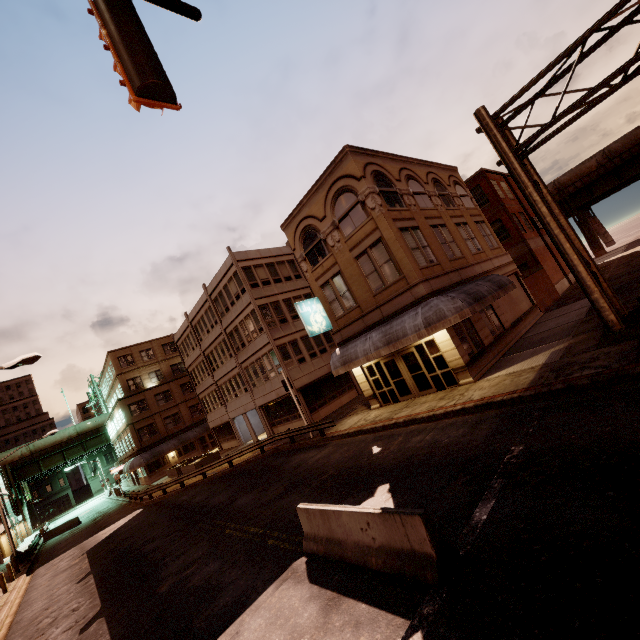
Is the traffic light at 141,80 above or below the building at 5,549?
above

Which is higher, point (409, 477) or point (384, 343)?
point (384, 343)

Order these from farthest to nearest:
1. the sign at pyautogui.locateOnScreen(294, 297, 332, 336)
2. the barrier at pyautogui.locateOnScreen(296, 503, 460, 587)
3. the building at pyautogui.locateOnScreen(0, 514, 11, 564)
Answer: the building at pyautogui.locateOnScreen(0, 514, 11, 564) < the sign at pyautogui.locateOnScreen(294, 297, 332, 336) < the barrier at pyautogui.locateOnScreen(296, 503, 460, 587)

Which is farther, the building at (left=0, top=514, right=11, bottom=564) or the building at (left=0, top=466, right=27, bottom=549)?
the building at (left=0, top=466, right=27, bottom=549)

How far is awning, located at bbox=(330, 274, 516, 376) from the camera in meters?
14.1

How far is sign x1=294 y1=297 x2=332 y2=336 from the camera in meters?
19.5

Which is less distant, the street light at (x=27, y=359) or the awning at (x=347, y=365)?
the street light at (x=27, y=359)

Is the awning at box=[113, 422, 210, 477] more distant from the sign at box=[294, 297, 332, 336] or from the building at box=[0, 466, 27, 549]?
the sign at box=[294, 297, 332, 336]
